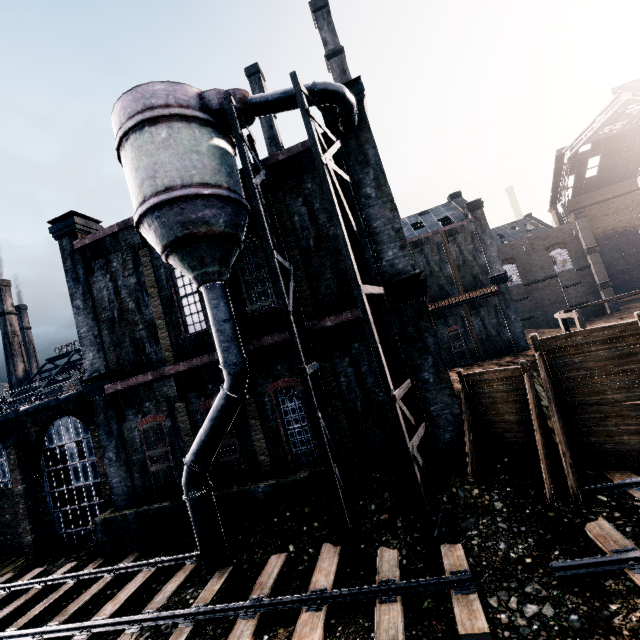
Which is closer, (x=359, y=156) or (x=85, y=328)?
(x=359, y=156)

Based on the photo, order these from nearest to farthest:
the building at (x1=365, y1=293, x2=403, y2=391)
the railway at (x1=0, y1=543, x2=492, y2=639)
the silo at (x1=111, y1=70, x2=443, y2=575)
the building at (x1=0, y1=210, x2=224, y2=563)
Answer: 1. the railway at (x1=0, y1=543, x2=492, y2=639)
2. the silo at (x1=111, y1=70, x2=443, y2=575)
3. the building at (x1=365, y1=293, x2=403, y2=391)
4. the building at (x1=0, y1=210, x2=224, y2=563)

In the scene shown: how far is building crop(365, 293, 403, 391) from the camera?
13.1 meters

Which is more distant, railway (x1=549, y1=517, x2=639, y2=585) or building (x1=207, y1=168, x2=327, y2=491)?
building (x1=207, y1=168, x2=327, y2=491)

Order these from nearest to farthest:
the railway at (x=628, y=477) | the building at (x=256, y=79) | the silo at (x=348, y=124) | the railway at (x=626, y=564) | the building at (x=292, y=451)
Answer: the railway at (x=626, y=564) → the railway at (x=628, y=477) → the silo at (x=348, y=124) → the building at (x=292, y=451) → the building at (x=256, y=79)

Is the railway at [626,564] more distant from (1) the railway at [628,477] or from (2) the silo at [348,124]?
(2) the silo at [348,124]

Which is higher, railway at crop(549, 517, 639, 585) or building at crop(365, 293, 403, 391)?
building at crop(365, 293, 403, 391)

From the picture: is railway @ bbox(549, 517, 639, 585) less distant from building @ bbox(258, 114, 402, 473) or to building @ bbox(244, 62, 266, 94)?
building @ bbox(258, 114, 402, 473)
